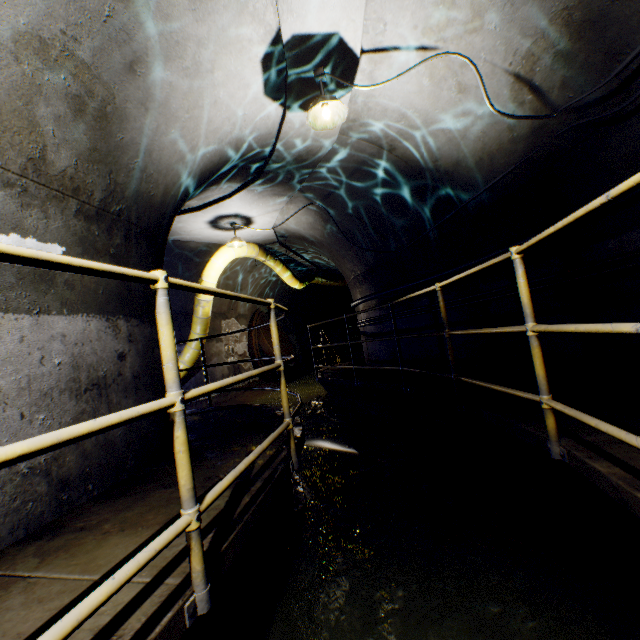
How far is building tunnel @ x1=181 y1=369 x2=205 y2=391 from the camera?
8.98m

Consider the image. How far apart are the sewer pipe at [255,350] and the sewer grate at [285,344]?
0.0 meters

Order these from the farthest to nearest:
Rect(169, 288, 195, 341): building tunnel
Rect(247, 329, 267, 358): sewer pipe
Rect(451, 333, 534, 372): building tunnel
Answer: Rect(247, 329, 267, 358): sewer pipe
Rect(169, 288, 195, 341): building tunnel
Rect(451, 333, 534, 372): building tunnel

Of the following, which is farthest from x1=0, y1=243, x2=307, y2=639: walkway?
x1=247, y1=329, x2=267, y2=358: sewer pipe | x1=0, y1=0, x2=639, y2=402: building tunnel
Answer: x1=247, y1=329, x2=267, y2=358: sewer pipe

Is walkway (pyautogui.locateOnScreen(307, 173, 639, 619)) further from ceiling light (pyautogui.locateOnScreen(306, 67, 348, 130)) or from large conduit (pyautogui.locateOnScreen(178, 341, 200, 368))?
ceiling light (pyautogui.locateOnScreen(306, 67, 348, 130))

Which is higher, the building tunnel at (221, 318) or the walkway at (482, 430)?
the building tunnel at (221, 318)

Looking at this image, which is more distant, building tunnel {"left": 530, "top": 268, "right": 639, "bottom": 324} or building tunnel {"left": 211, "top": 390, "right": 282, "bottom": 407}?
building tunnel {"left": 211, "top": 390, "right": 282, "bottom": 407}

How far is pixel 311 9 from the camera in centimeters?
283cm
